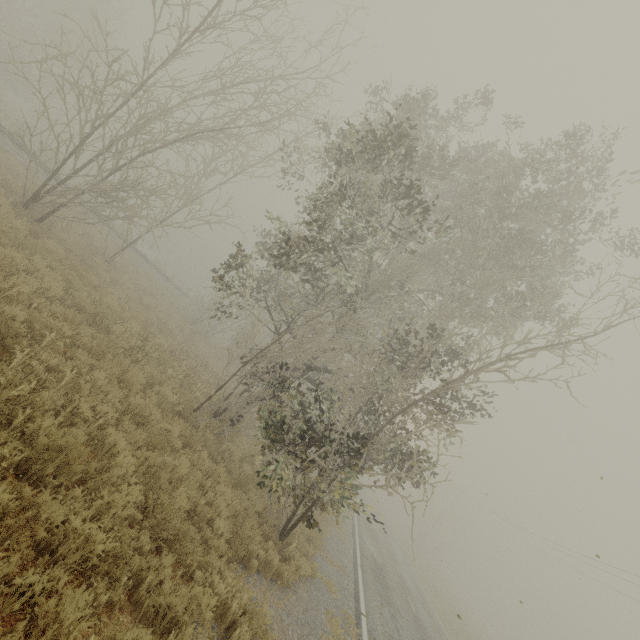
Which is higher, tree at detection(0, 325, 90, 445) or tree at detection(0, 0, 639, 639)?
tree at detection(0, 0, 639, 639)

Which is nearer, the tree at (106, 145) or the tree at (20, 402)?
the tree at (20, 402)

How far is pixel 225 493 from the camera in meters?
7.8 m

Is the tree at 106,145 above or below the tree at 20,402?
above

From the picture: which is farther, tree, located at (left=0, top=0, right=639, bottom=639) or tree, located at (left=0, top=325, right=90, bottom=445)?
tree, located at (left=0, top=0, right=639, bottom=639)
